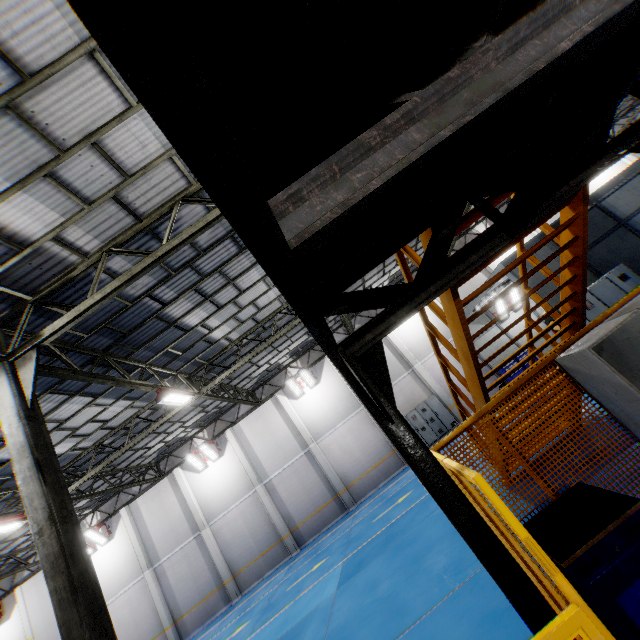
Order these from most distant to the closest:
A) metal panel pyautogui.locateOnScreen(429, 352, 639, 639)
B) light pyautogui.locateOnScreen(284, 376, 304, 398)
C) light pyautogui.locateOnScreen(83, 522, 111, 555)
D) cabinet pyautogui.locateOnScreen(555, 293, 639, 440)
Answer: light pyautogui.locateOnScreen(284, 376, 304, 398)
light pyautogui.locateOnScreen(83, 522, 111, 555)
cabinet pyautogui.locateOnScreen(555, 293, 639, 440)
metal panel pyautogui.locateOnScreen(429, 352, 639, 639)

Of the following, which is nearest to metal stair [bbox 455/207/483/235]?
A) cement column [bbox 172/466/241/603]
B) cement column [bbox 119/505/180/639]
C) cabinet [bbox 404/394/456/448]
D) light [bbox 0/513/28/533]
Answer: cabinet [bbox 404/394/456/448]

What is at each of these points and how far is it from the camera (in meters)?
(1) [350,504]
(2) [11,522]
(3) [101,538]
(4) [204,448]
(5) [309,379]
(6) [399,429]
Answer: (1) cement column, 17.97
(2) light, 11.48
(3) light, 19.41
(4) light, 19.53
(5) light, 20.22
(6) metal pole, 2.47

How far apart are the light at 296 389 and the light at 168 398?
7.7m

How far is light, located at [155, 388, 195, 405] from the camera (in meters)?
10.95

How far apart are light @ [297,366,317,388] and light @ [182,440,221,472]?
6.63m

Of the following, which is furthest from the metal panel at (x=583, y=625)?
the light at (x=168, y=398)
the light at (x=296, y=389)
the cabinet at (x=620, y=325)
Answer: the light at (x=296, y=389)

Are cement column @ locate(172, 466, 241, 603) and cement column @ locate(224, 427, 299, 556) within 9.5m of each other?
yes
